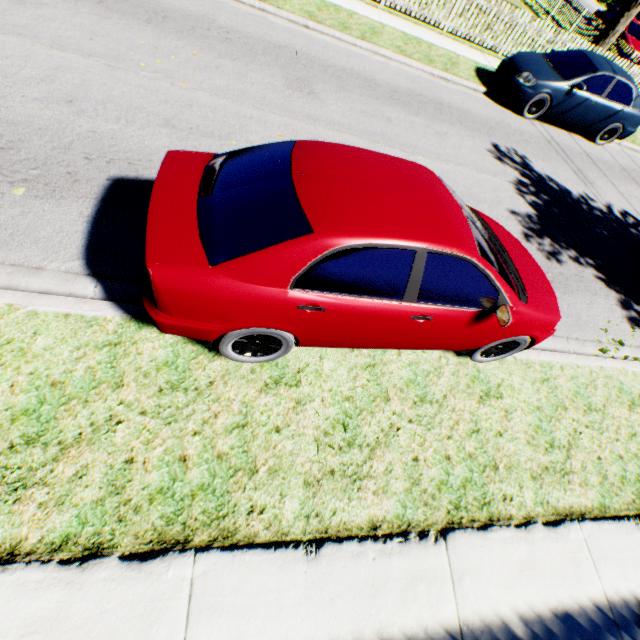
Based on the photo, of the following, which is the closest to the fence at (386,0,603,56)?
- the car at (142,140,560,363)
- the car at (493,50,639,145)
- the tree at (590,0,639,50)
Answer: the tree at (590,0,639,50)

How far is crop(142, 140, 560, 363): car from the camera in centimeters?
241cm

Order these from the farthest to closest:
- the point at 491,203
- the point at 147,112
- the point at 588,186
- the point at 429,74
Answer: the point at 429,74 < the point at 588,186 < the point at 491,203 < the point at 147,112

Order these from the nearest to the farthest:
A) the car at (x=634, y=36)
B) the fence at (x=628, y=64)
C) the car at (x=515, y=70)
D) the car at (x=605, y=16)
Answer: the car at (x=515, y=70)
the fence at (x=628, y=64)
the car at (x=634, y=36)
the car at (x=605, y=16)

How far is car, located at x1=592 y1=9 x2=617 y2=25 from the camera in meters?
19.1 m

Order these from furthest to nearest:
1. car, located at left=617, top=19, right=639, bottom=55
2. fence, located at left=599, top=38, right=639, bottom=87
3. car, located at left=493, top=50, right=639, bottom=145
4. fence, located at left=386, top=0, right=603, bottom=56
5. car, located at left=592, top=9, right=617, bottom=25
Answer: car, located at left=592, top=9, right=617, bottom=25
car, located at left=617, top=19, right=639, bottom=55
fence, located at left=599, top=38, right=639, bottom=87
fence, located at left=386, top=0, right=603, bottom=56
car, located at left=493, top=50, right=639, bottom=145

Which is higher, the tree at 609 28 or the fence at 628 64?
the tree at 609 28

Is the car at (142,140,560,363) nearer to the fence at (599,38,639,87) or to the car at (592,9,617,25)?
the fence at (599,38,639,87)
